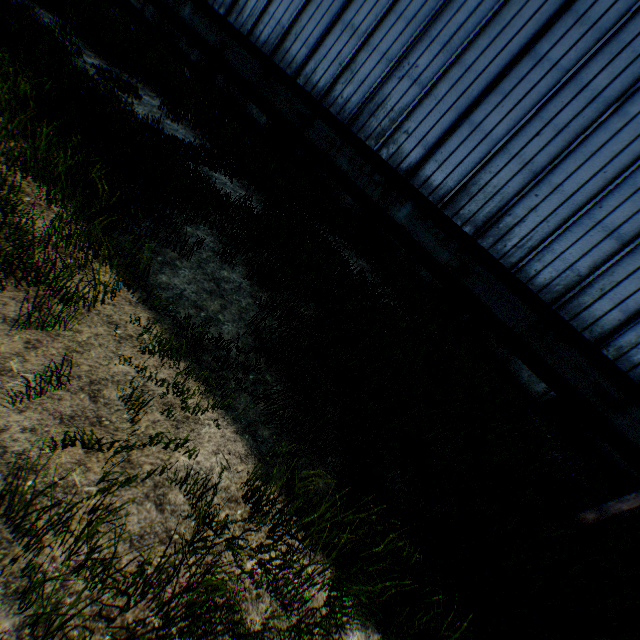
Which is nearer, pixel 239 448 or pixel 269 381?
pixel 239 448

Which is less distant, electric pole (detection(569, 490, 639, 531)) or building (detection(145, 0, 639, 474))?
electric pole (detection(569, 490, 639, 531))

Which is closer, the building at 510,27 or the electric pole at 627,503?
the electric pole at 627,503
